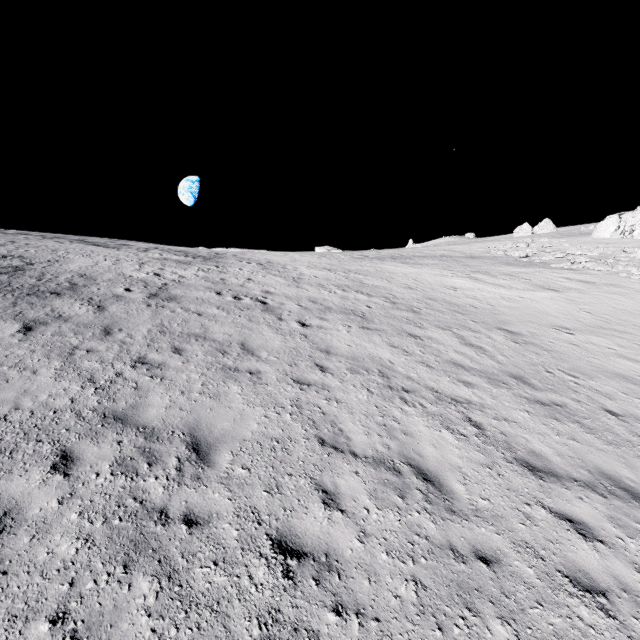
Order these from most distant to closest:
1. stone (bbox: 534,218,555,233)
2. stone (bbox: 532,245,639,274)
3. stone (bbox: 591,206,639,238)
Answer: stone (bbox: 534,218,555,233) < stone (bbox: 591,206,639,238) < stone (bbox: 532,245,639,274)

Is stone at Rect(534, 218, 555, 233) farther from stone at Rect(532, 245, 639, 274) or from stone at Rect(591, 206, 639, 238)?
stone at Rect(532, 245, 639, 274)

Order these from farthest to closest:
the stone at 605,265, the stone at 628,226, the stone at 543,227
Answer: the stone at 543,227
the stone at 628,226
the stone at 605,265

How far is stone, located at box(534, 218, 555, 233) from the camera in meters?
58.2 m

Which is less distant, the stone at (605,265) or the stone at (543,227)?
the stone at (605,265)

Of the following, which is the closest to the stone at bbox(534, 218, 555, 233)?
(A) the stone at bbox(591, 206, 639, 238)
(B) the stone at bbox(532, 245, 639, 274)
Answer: (A) the stone at bbox(591, 206, 639, 238)

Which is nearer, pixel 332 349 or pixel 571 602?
pixel 571 602

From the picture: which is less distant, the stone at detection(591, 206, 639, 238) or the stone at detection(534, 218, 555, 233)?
the stone at detection(591, 206, 639, 238)
